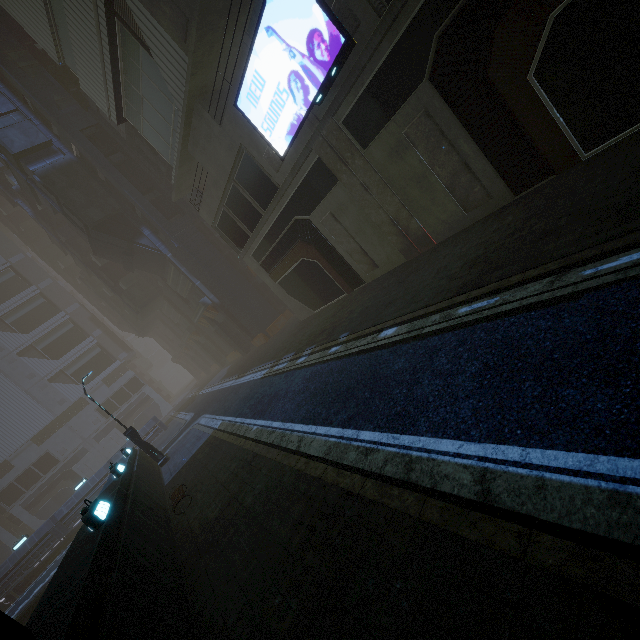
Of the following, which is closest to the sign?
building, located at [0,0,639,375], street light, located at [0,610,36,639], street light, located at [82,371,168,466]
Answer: building, located at [0,0,639,375]

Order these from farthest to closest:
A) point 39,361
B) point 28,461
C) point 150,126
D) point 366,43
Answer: point 39,361, point 28,461, point 150,126, point 366,43

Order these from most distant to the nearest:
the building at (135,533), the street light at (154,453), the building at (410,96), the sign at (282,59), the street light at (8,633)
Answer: the street light at (154,453), the sign at (282,59), the building at (410,96), the building at (135,533), the street light at (8,633)

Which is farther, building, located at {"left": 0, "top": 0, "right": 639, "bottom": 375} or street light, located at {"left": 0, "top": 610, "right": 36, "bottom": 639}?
building, located at {"left": 0, "top": 0, "right": 639, "bottom": 375}

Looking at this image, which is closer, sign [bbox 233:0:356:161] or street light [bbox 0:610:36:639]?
street light [bbox 0:610:36:639]

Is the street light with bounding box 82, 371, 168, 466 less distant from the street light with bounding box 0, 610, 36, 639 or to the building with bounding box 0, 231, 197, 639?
the building with bounding box 0, 231, 197, 639

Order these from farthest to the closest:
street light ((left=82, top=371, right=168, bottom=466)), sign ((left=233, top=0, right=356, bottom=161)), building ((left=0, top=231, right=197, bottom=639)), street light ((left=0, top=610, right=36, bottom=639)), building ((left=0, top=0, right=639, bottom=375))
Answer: street light ((left=82, top=371, right=168, bottom=466)), sign ((left=233, top=0, right=356, bottom=161)), building ((left=0, top=0, right=639, bottom=375)), building ((left=0, top=231, right=197, bottom=639)), street light ((left=0, top=610, right=36, bottom=639))

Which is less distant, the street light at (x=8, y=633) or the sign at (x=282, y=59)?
the street light at (x=8, y=633)
